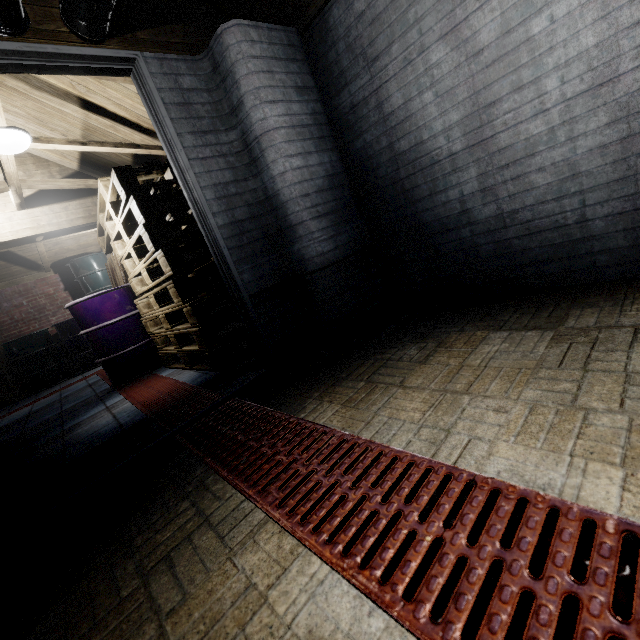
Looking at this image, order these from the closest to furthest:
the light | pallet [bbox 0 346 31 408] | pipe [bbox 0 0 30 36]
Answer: pipe [bbox 0 0 30 36] < the light < pallet [bbox 0 346 31 408]

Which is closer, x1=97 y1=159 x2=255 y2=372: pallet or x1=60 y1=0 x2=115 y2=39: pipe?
x1=60 y1=0 x2=115 y2=39: pipe

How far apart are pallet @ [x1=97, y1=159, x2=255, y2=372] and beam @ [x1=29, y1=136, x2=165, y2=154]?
0.1m

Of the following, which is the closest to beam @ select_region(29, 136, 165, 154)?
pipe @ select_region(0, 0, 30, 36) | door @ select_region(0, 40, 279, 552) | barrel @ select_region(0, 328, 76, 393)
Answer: door @ select_region(0, 40, 279, 552)

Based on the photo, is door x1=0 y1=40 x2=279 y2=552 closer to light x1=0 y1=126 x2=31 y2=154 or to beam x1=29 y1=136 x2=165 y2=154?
beam x1=29 y1=136 x2=165 y2=154

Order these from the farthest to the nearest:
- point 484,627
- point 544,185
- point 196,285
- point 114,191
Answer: point 196,285, point 114,191, point 544,185, point 484,627

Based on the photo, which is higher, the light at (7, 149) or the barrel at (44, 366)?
the light at (7, 149)

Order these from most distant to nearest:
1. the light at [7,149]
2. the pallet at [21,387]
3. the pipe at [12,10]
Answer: the pallet at [21,387]
the light at [7,149]
the pipe at [12,10]
